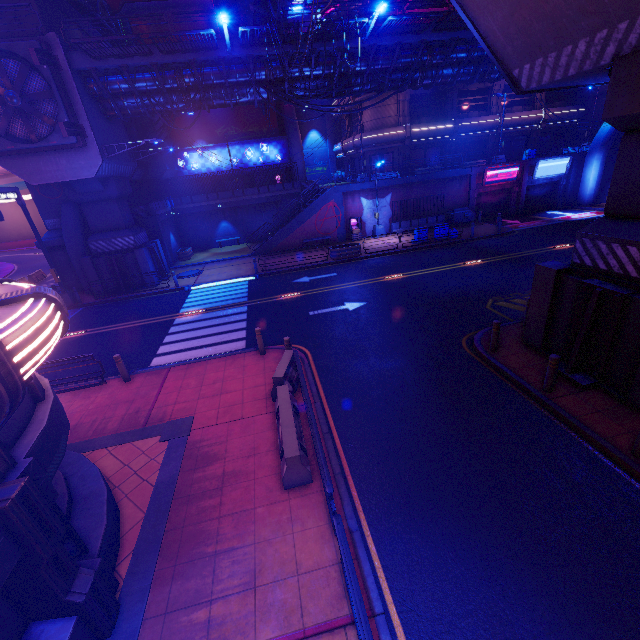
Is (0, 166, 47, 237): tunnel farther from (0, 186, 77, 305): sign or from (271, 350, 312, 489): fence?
(271, 350, 312, 489): fence

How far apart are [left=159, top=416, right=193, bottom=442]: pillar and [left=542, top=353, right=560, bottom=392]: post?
9.5m

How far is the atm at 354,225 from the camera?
28.1m

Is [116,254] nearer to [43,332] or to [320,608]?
[43,332]

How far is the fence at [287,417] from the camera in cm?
657

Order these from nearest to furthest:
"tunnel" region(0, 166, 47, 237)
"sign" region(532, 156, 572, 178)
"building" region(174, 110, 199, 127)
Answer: "sign" region(532, 156, 572, 178) < "building" region(174, 110, 199, 127) < "tunnel" region(0, 166, 47, 237)

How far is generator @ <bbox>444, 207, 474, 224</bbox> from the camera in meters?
28.6

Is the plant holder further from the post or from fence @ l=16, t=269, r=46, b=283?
fence @ l=16, t=269, r=46, b=283
